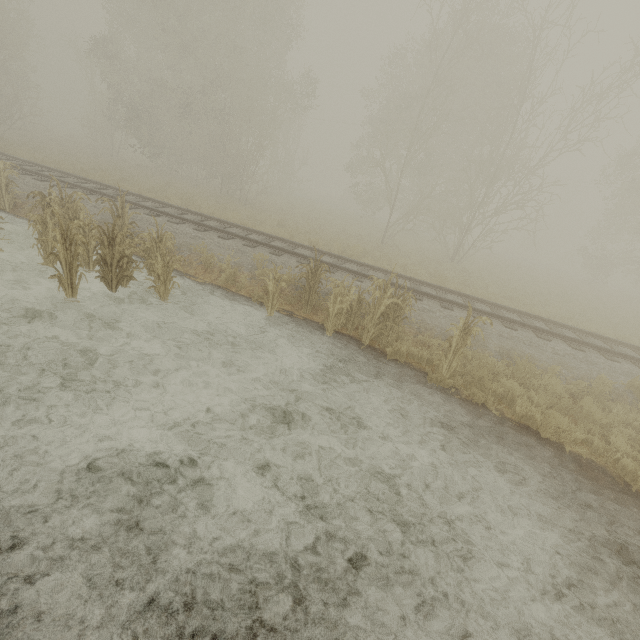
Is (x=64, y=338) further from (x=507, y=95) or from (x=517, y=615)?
(x=507, y=95)

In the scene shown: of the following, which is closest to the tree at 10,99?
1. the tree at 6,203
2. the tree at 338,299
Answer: the tree at 338,299

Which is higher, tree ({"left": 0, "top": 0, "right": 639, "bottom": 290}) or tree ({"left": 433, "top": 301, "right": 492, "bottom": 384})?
tree ({"left": 0, "top": 0, "right": 639, "bottom": 290})

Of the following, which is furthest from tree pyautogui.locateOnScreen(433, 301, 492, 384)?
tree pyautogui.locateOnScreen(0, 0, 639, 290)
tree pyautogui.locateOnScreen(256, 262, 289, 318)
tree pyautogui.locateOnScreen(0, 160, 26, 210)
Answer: tree pyautogui.locateOnScreen(0, 0, 639, 290)

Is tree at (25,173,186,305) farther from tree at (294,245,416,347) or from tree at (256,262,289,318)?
tree at (294,245,416,347)

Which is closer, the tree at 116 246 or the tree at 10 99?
the tree at 116 246

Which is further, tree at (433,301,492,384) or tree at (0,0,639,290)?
tree at (0,0,639,290)
